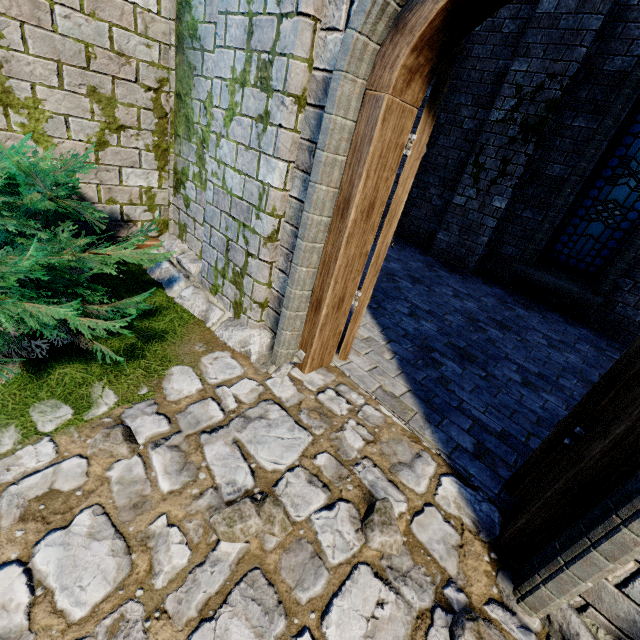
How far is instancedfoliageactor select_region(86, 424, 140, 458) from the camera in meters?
1.9 m

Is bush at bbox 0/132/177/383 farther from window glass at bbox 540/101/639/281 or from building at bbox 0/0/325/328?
window glass at bbox 540/101/639/281

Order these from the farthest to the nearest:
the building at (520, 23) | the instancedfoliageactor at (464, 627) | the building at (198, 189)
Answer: the building at (520, 23)
the building at (198, 189)
the instancedfoliageactor at (464, 627)

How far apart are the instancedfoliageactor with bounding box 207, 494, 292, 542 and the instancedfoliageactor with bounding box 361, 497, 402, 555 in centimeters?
40cm

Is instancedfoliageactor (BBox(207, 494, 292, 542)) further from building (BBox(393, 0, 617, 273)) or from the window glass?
the window glass

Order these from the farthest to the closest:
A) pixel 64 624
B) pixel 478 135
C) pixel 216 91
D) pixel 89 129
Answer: pixel 478 135 → pixel 89 129 → pixel 216 91 → pixel 64 624

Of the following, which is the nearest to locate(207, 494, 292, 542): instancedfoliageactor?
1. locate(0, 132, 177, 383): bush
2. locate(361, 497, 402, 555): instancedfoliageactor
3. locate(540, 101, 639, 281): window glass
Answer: locate(361, 497, 402, 555): instancedfoliageactor

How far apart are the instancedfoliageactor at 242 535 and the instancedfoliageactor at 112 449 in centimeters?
63cm
